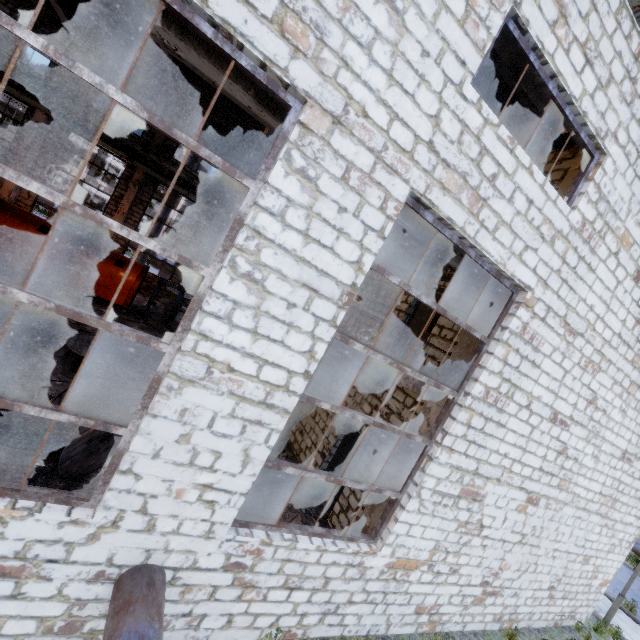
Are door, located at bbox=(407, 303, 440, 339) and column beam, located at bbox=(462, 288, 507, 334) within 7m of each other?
yes

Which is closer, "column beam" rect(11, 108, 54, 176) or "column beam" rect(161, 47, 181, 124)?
"column beam" rect(161, 47, 181, 124)

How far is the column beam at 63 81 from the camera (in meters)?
15.43

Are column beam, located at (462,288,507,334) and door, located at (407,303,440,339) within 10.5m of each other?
yes

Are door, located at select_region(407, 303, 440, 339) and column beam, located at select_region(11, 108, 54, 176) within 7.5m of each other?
no

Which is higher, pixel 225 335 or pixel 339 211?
pixel 339 211

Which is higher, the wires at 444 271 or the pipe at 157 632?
the wires at 444 271

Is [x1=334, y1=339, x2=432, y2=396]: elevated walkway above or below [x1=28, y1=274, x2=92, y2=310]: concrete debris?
above
